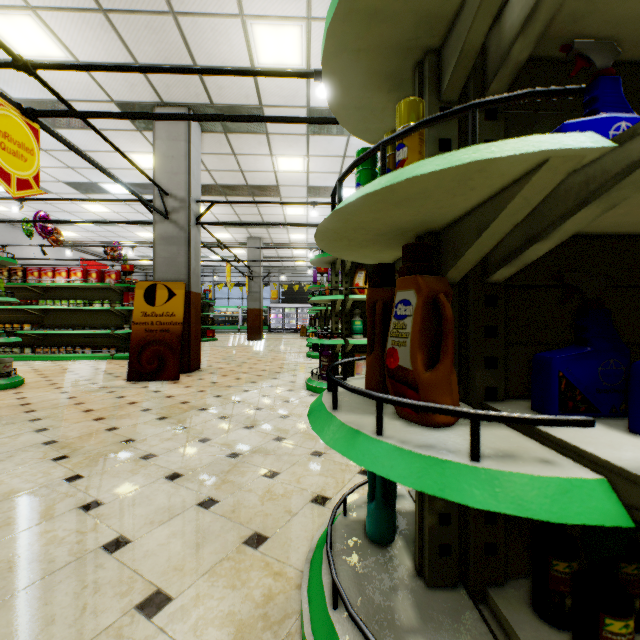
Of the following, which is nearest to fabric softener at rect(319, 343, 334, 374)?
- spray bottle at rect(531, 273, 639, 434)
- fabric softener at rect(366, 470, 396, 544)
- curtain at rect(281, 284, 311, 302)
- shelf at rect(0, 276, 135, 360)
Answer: fabric softener at rect(366, 470, 396, 544)

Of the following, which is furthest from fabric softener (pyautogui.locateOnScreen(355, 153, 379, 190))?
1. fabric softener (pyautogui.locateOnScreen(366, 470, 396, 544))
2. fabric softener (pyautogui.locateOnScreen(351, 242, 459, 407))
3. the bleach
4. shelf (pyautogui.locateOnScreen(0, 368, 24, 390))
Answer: shelf (pyautogui.locateOnScreen(0, 368, 24, 390))

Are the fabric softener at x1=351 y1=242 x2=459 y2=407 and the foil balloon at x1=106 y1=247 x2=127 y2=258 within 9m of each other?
no

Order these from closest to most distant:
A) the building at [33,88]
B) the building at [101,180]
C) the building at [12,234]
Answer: the building at [33,88] → the building at [101,180] → the building at [12,234]

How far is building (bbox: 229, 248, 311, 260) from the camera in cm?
1539

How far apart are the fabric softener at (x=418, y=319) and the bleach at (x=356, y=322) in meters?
3.5 m

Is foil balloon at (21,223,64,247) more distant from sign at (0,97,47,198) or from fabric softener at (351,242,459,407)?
fabric softener at (351,242,459,407)

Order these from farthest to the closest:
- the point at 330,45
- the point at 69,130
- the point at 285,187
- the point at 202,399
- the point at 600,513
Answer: the point at 285,187 → the point at 69,130 → the point at 202,399 → the point at 330,45 → the point at 600,513
